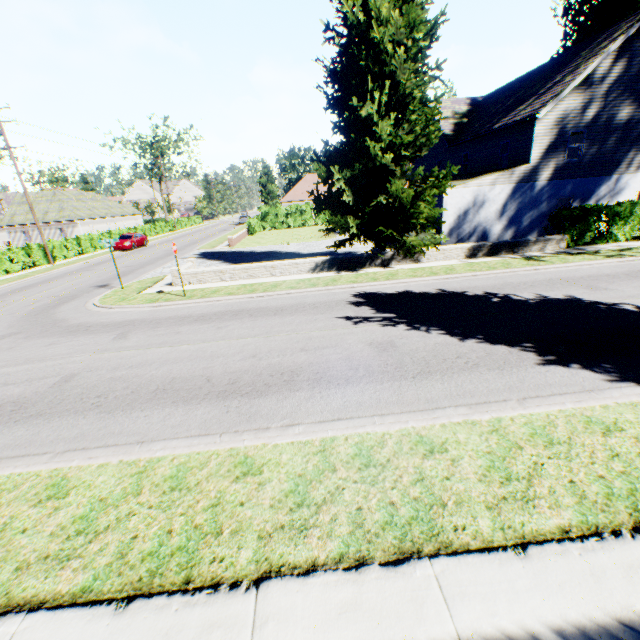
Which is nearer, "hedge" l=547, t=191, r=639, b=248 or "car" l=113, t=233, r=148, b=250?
"hedge" l=547, t=191, r=639, b=248

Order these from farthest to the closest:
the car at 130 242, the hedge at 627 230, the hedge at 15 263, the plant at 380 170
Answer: the car at 130 242, the hedge at 15 263, the hedge at 627 230, the plant at 380 170

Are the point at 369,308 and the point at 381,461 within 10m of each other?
yes

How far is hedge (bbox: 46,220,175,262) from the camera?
29.14m

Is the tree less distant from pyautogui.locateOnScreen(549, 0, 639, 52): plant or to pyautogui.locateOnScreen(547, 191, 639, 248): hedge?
pyautogui.locateOnScreen(549, 0, 639, 52): plant

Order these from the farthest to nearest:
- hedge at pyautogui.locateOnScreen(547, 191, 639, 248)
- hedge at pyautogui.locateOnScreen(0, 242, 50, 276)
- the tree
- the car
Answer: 1. the tree
2. the car
3. hedge at pyautogui.locateOnScreen(0, 242, 50, 276)
4. hedge at pyautogui.locateOnScreen(547, 191, 639, 248)

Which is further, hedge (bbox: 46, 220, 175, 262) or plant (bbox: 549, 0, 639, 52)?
hedge (bbox: 46, 220, 175, 262)

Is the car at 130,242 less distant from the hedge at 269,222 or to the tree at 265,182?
the hedge at 269,222
